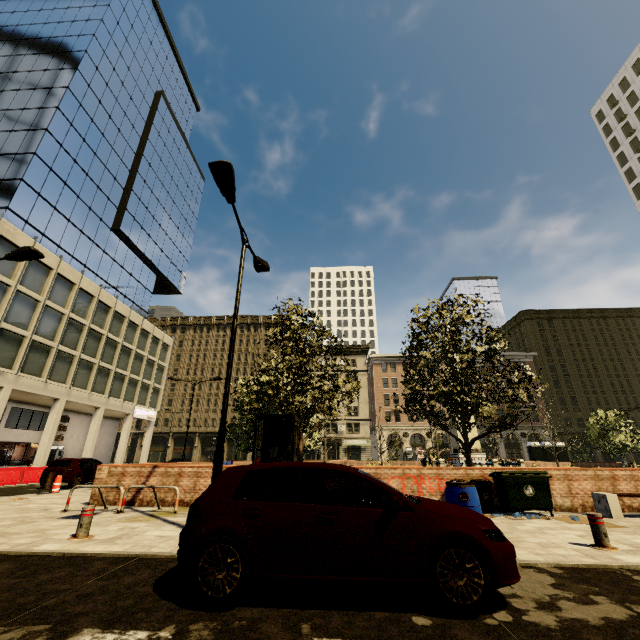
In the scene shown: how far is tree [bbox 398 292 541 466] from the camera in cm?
1162

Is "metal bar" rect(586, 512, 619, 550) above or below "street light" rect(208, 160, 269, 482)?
below

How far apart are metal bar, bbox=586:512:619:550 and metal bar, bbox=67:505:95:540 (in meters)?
9.55

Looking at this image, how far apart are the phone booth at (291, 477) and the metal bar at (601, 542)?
6.7 meters

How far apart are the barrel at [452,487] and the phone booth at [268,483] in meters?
4.5 m

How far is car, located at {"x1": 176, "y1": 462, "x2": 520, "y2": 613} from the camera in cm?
349

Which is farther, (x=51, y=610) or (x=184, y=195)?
(x=184, y=195)

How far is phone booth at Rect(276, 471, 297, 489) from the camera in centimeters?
935cm
